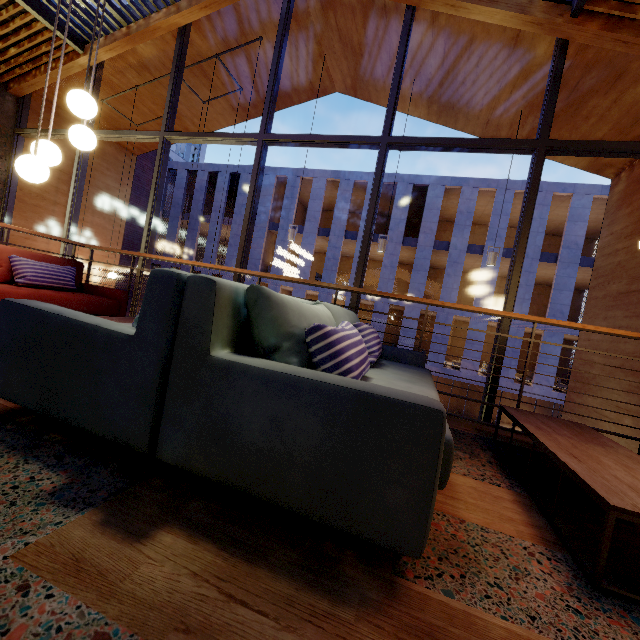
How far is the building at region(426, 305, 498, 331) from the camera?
19.58m

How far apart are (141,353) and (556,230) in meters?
30.5 m

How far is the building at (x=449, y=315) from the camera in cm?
1958

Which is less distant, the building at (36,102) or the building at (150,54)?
the building at (150,54)

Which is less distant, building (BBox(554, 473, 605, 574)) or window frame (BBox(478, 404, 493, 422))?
building (BBox(554, 473, 605, 574))

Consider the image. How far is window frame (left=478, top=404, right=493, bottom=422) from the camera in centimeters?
412cm

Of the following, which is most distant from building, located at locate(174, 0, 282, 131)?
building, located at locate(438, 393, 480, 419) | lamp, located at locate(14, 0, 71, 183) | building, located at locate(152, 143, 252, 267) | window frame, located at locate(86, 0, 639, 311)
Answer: building, located at locate(438, 393, 480, 419)

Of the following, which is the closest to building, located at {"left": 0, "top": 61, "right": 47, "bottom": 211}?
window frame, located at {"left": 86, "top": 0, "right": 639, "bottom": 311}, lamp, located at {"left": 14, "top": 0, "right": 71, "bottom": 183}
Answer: window frame, located at {"left": 86, "top": 0, "right": 639, "bottom": 311}
